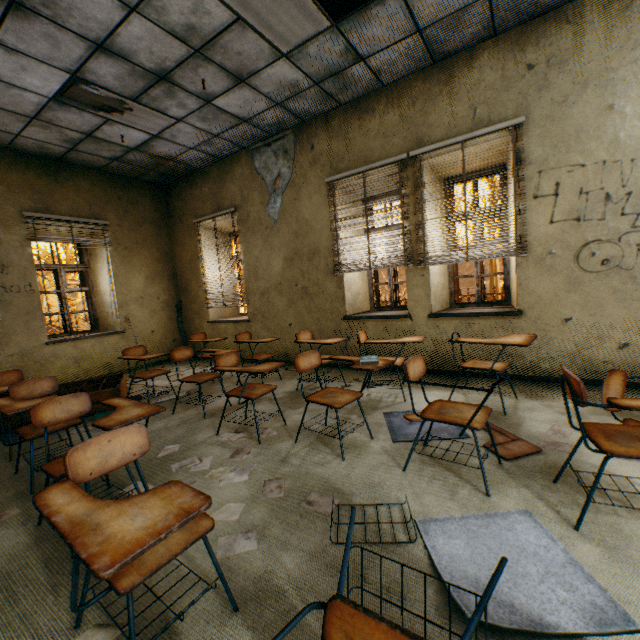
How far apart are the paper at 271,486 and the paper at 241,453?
0.1m

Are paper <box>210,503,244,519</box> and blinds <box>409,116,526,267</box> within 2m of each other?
no

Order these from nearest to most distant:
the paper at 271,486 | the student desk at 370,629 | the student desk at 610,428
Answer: the student desk at 370,629
the student desk at 610,428
the paper at 271,486

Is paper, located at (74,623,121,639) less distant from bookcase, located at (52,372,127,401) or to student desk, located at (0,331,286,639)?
student desk, located at (0,331,286,639)

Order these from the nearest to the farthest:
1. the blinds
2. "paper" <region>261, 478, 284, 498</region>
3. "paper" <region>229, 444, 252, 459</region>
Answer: "paper" <region>261, 478, 284, 498</region>
"paper" <region>229, 444, 252, 459</region>
the blinds

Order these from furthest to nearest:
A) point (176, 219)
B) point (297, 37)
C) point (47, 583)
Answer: point (176, 219)
point (297, 37)
point (47, 583)

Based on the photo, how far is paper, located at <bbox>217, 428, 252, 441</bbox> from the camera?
3.0 meters

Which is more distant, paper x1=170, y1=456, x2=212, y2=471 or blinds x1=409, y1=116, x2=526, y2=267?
blinds x1=409, y1=116, x2=526, y2=267
